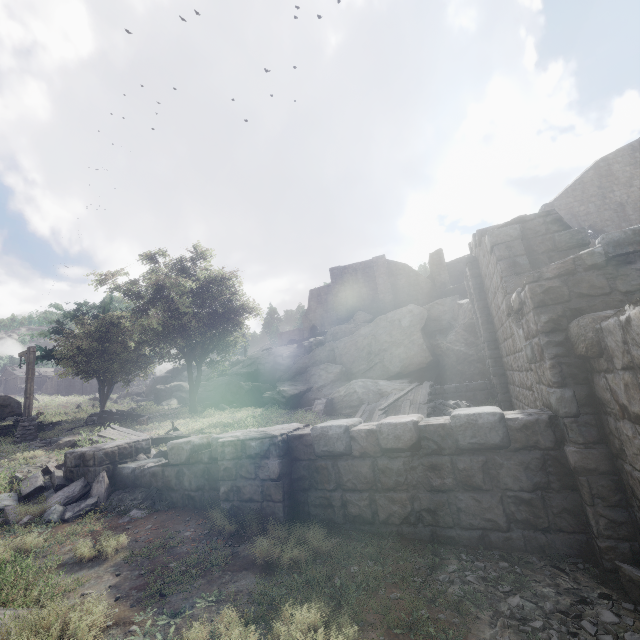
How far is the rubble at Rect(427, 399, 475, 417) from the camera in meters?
13.4

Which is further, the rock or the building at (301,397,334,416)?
the rock

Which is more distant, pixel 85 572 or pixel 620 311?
pixel 85 572

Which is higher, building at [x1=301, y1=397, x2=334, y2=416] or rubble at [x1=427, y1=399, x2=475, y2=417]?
building at [x1=301, y1=397, x2=334, y2=416]

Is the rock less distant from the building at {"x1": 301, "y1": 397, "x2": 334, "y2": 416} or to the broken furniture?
the building at {"x1": 301, "y1": 397, "x2": 334, "y2": 416}

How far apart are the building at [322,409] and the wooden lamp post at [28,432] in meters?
13.5 m

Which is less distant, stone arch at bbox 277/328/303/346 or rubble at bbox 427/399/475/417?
rubble at bbox 427/399/475/417

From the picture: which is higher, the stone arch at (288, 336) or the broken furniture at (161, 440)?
the stone arch at (288, 336)
